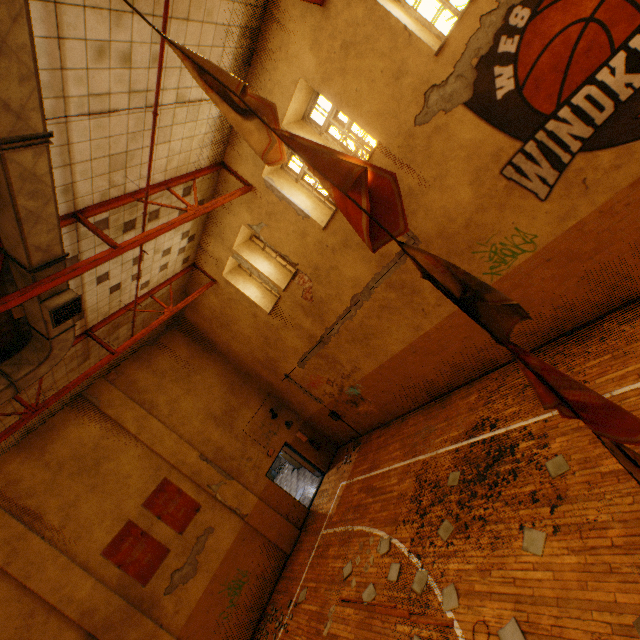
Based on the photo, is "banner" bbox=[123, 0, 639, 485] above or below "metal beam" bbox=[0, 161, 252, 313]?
below

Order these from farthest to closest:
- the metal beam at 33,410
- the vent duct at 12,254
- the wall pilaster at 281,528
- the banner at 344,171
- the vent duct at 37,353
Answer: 1. the wall pilaster at 281,528
2. the metal beam at 33,410
3. the vent duct at 37,353
4. the vent duct at 12,254
5. the banner at 344,171

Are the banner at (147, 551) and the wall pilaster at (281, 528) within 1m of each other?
no

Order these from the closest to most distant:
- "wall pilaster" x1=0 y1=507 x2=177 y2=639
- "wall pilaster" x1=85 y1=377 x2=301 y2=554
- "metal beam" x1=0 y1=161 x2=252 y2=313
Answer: "metal beam" x1=0 y1=161 x2=252 y2=313 → "wall pilaster" x1=0 y1=507 x2=177 y2=639 → "wall pilaster" x1=85 y1=377 x2=301 y2=554

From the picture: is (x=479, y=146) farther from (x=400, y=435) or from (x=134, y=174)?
(x=400, y=435)

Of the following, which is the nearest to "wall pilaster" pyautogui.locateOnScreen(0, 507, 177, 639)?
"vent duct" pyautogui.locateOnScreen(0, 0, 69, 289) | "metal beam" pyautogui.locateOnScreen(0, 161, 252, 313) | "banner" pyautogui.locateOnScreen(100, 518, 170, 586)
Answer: "banner" pyautogui.locateOnScreen(100, 518, 170, 586)

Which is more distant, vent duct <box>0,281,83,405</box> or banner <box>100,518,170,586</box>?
banner <box>100,518,170,586</box>

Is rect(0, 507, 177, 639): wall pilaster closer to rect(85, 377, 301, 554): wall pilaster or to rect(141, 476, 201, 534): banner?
rect(141, 476, 201, 534): banner
